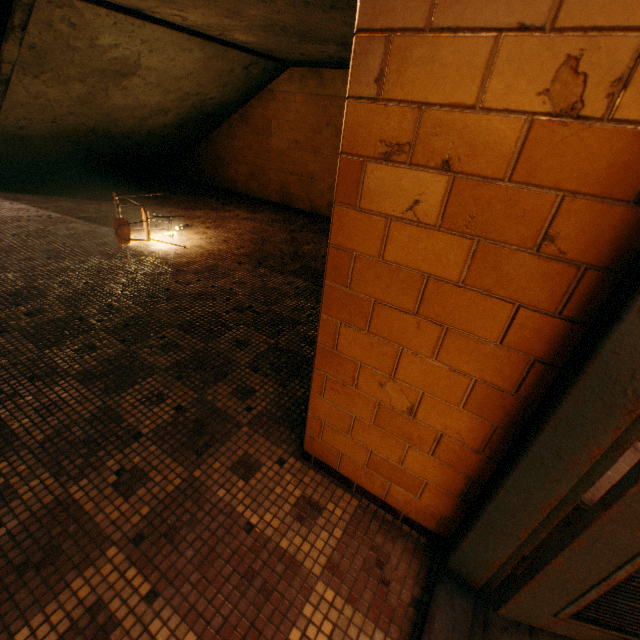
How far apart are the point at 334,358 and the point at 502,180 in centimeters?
87cm

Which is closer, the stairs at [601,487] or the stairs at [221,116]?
the stairs at [601,487]

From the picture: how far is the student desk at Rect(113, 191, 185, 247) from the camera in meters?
3.8 m

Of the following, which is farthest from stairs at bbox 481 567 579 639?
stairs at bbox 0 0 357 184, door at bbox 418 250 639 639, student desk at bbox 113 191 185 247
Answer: student desk at bbox 113 191 185 247

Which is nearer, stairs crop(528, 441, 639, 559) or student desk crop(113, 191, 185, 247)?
stairs crop(528, 441, 639, 559)

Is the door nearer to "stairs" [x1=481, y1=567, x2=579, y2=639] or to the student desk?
"stairs" [x1=481, y1=567, x2=579, y2=639]

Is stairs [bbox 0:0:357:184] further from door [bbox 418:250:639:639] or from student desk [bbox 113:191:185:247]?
Result: student desk [bbox 113:191:185:247]

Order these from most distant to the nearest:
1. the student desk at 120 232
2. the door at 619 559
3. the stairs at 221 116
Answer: the student desk at 120 232 < the stairs at 221 116 < the door at 619 559
